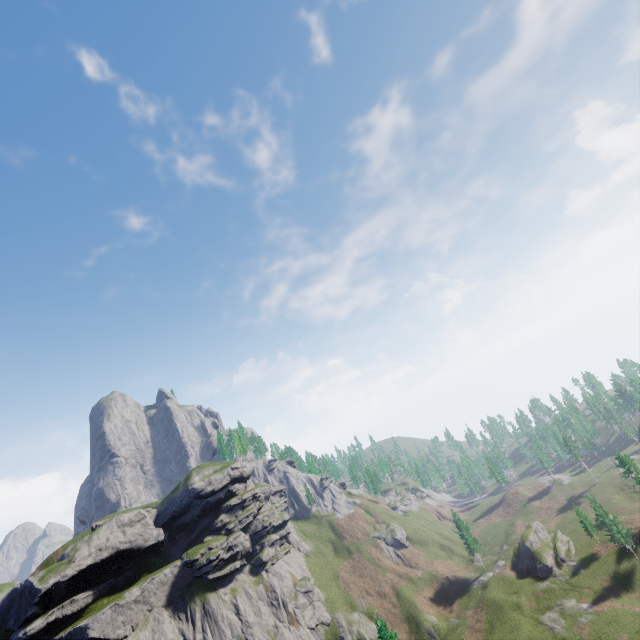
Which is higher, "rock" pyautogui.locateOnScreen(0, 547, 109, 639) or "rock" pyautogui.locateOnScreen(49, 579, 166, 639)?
"rock" pyautogui.locateOnScreen(0, 547, 109, 639)

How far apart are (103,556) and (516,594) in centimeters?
7694cm

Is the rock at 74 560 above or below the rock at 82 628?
above
